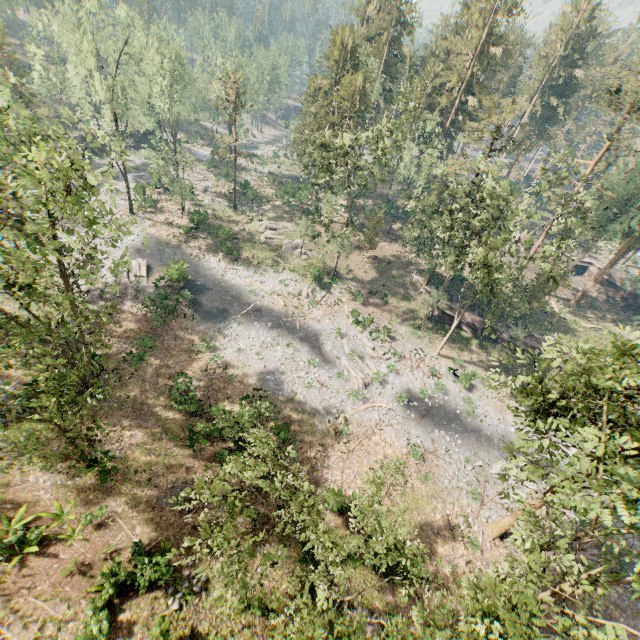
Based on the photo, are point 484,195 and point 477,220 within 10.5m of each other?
yes

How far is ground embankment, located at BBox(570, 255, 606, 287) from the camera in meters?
52.1 m

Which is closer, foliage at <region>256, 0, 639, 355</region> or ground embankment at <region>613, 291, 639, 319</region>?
foliage at <region>256, 0, 639, 355</region>

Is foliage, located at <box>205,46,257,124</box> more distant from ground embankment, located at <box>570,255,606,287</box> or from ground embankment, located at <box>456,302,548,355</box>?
ground embankment, located at <box>570,255,606,287</box>

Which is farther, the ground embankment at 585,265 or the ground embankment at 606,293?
the ground embankment at 585,265

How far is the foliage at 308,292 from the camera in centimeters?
3991cm

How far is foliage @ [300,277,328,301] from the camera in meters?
39.9
